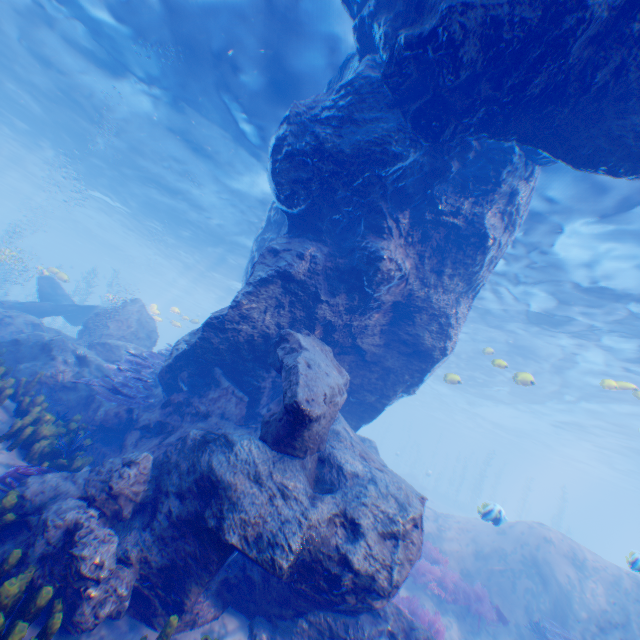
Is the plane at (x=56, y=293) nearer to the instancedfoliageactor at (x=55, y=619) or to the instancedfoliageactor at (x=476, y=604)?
the instancedfoliageactor at (x=55, y=619)

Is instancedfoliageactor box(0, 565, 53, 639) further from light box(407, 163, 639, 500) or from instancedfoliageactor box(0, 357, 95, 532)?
light box(407, 163, 639, 500)

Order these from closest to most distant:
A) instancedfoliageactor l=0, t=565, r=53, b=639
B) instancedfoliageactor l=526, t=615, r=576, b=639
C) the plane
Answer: instancedfoliageactor l=0, t=565, r=53, b=639 → instancedfoliageactor l=526, t=615, r=576, b=639 → the plane

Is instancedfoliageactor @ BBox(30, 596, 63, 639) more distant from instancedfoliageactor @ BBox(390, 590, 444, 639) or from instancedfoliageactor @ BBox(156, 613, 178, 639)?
instancedfoliageactor @ BBox(390, 590, 444, 639)

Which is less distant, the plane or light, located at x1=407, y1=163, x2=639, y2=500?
light, located at x1=407, y1=163, x2=639, y2=500

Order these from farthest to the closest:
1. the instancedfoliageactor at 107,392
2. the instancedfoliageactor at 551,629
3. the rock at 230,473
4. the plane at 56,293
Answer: the plane at 56,293, the instancedfoliageactor at 551,629, the instancedfoliageactor at 107,392, the rock at 230,473

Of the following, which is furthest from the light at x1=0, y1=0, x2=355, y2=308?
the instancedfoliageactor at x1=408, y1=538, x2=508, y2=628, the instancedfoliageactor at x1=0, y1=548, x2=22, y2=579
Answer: the instancedfoliageactor at x1=0, y1=548, x2=22, y2=579

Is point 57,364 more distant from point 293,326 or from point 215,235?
point 215,235
